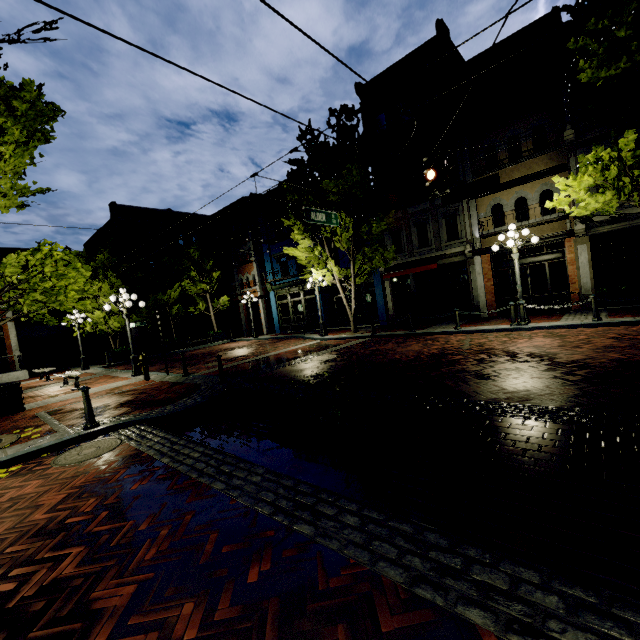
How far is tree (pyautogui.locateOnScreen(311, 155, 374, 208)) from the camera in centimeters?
1538cm

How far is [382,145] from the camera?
18.5m

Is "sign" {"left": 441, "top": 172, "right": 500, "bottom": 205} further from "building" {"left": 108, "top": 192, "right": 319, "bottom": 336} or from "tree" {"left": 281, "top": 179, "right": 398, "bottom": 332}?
"building" {"left": 108, "top": 192, "right": 319, "bottom": 336}

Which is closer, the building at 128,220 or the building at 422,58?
the building at 422,58

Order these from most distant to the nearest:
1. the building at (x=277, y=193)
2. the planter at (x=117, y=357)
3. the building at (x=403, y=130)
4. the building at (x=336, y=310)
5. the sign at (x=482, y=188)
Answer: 1. the building at (x=277, y=193)
2. the building at (x=336, y=310)
3. the planter at (x=117, y=357)
4. the building at (x=403, y=130)
5. the sign at (x=482, y=188)

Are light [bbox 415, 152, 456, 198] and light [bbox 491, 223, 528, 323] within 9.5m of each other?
yes

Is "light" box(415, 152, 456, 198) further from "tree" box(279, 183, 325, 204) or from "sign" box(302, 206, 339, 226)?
"tree" box(279, 183, 325, 204)

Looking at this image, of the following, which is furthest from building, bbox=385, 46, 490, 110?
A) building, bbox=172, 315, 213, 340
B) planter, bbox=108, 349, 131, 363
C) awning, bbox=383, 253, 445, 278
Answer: building, bbox=172, 315, 213, 340
